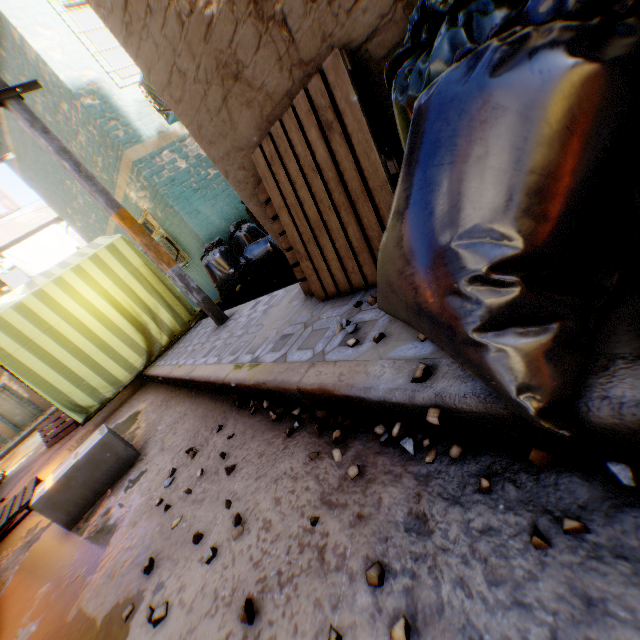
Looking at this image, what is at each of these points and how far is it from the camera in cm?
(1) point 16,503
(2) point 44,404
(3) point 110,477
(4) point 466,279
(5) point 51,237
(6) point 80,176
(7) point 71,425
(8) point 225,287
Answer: (1) wooden pallet, 430
(2) building, 1834
(3) cardboard box, 292
(4) trash bag, 81
(5) dryer, 1409
(6) electric pole, 377
(7) table, 751
(8) trash bag, 638

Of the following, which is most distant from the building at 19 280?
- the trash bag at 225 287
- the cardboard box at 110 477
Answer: the cardboard box at 110 477

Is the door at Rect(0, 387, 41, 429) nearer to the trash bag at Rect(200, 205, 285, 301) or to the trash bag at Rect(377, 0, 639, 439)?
the trash bag at Rect(200, 205, 285, 301)

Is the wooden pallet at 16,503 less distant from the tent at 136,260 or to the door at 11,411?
the tent at 136,260

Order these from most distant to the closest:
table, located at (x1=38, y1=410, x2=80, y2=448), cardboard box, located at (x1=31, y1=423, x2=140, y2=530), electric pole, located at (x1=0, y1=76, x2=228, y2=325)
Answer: table, located at (x1=38, y1=410, x2=80, y2=448) < electric pole, located at (x1=0, y1=76, x2=228, y2=325) < cardboard box, located at (x1=31, y1=423, x2=140, y2=530)

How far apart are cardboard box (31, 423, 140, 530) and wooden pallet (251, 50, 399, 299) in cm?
223

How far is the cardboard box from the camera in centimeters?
268cm

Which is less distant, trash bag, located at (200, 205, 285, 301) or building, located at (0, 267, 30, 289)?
trash bag, located at (200, 205, 285, 301)
